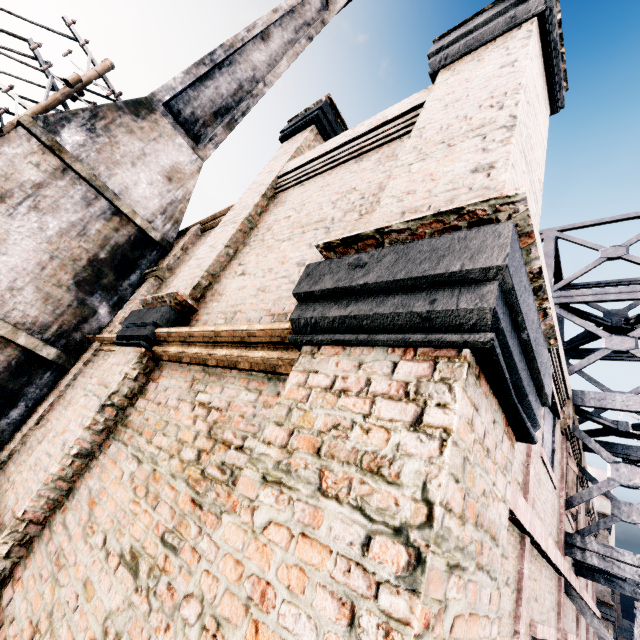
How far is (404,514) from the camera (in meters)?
1.22

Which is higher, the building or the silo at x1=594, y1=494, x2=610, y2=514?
the silo at x1=594, y1=494, x2=610, y2=514

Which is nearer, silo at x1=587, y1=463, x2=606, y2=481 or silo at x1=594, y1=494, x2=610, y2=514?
silo at x1=594, y1=494, x2=610, y2=514

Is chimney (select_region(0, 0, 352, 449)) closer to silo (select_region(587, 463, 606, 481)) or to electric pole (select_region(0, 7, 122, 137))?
electric pole (select_region(0, 7, 122, 137))

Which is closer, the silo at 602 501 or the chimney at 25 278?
the chimney at 25 278

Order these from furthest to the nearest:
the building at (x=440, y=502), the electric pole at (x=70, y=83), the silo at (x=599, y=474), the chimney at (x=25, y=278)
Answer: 1. the silo at (x=599, y=474)
2. the electric pole at (x=70, y=83)
3. the chimney at (x=25, y=278)
4. the building at (x=440, y=502)

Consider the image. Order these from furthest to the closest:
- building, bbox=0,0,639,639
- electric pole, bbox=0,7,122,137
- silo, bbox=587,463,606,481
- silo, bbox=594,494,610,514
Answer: silo, bbox=587,463,606,481, silo, bbox=594,494,610,514, electric pole, bbox=0,7,122,137, building, bbox=0,0,639,639

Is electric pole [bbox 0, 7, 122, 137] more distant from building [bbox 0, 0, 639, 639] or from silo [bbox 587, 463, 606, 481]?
silo [bbox 587, 463, 606, 481]
